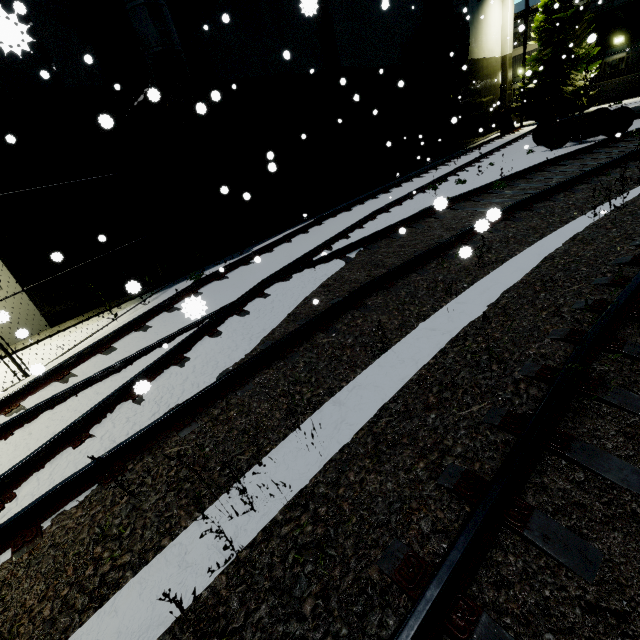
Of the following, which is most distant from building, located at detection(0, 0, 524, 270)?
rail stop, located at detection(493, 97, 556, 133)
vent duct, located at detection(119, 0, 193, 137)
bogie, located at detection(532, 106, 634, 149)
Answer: bogie, located at detection(532, 106, 634, 149)

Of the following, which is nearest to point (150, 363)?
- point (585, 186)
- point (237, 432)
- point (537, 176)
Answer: point (237, 432)

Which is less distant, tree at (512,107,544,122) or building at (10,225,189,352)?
building at (10,225,189,352)

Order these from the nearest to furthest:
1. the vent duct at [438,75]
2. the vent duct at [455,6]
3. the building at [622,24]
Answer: the vent duct at [455,6], the vent duct at [438,75], the building at [622,24]

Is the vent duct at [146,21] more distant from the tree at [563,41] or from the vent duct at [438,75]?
the vent duct at [438,75]

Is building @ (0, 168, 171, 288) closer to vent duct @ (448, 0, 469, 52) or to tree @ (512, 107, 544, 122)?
vent duct @ (448, 0, 469, 52)

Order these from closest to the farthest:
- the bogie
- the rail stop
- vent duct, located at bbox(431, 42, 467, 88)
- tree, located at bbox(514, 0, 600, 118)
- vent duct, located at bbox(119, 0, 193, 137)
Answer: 1. vent duct, located at bbox(119, 0, 193, 137)
2. the bogie
3. vent duct, located at bbox(431, 42, 467, 88)
4. the rail stop
5. tree, located at bbox(514, 0, 600, 118)

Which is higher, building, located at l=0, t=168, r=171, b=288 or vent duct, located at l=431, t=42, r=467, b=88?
vent duct, located at l=431, t=42, r=467, b=88
